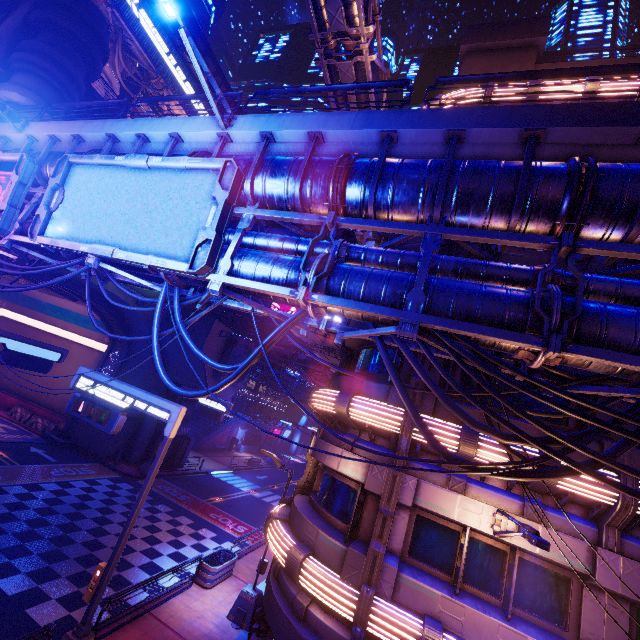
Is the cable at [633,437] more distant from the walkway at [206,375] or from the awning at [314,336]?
the walkway at [206,375]

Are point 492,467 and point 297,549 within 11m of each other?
yes

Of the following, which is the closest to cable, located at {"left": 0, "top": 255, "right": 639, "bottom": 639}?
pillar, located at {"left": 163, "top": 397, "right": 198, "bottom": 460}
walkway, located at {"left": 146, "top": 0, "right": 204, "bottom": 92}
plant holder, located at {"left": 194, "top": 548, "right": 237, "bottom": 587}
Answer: plant holder, located at {"left": 194, "top": 548, "right": 237, "bottom": 587}

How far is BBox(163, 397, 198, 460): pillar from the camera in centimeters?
2905cm

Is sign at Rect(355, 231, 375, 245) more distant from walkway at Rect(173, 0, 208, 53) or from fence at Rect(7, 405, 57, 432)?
fence at Rect(7, 405, 57, 432)

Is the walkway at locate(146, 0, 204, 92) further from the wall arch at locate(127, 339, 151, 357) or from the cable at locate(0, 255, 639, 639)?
the cable at locate(0, 255, 639, 639)

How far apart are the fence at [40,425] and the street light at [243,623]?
22.8m

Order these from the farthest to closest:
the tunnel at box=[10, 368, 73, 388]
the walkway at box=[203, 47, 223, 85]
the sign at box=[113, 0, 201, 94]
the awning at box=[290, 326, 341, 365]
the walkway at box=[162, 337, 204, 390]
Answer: the walkway at box=[203, 47, 223, 85] → the sign at box=[113, 0, 201, 94] → the tunnel at box=[10, 368, 73, 388] → the walkway at box=[162, 337, 204, 390] → the awning at box=[290, 326, 341, 365]
